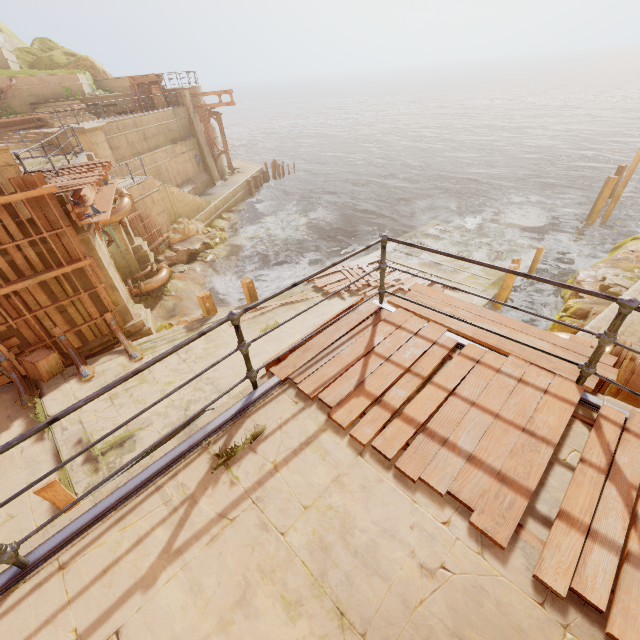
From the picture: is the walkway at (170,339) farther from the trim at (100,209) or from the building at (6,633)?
the trim at (100,209)

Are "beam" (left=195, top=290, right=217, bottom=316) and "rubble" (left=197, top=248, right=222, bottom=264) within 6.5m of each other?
no

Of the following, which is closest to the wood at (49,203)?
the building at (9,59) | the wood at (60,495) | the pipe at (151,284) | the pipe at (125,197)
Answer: the building at (9,59)

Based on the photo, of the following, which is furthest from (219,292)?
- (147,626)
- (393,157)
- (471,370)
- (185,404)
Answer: (393,157)

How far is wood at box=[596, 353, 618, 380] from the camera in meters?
3.0

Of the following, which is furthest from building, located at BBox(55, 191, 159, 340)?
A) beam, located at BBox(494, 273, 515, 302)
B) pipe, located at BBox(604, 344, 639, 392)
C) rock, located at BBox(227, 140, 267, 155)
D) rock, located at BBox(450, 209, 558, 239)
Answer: rock, located at BBox(227, 140, 267, 155)

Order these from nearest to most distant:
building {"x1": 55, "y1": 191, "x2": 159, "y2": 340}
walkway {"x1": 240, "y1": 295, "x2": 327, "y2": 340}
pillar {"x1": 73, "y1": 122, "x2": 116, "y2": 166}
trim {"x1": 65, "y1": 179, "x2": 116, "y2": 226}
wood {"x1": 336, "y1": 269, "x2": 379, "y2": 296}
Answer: trim {"x1": 65, "y1": 179, "x2": 116, "y2": 226} → building {"x1": 55, "y1": 191, "x2": 159, "y2": 340} → walkway {"x1": 240, "y1": 295, "x2": 327, "y2": 340} → wood {"x1": 336, "y1": 269, "x2": 379, "y2": 296} → pillar {"x1": 73, "y1": 122, "x2": 116, "y2": 166}

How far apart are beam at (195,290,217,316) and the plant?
5.1 meters
